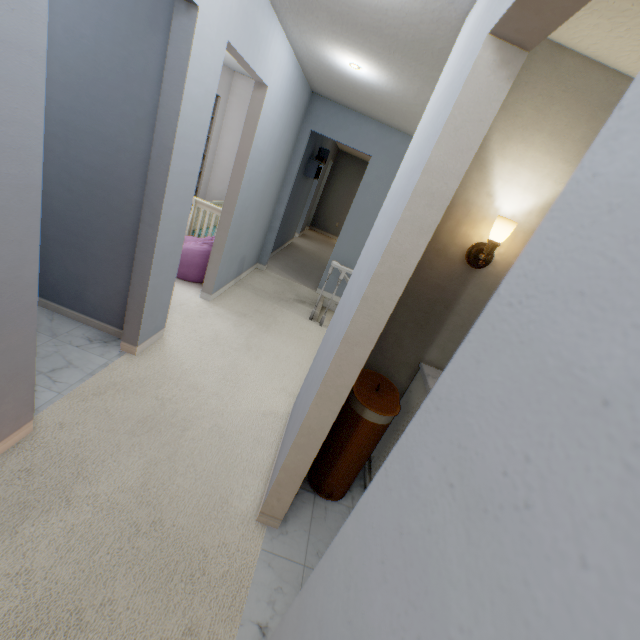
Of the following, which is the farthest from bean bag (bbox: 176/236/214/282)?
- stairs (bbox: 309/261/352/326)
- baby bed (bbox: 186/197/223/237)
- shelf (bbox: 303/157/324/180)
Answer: shelf (bbox: 303/157/324/180)

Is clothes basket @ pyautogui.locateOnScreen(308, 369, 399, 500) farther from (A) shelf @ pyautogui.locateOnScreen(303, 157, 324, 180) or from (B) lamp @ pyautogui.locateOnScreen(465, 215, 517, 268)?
(A) shelf @ pyautogui.locateOnScreen(303, 157, 324, 180)

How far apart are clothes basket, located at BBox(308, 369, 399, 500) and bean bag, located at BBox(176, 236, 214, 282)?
2.66m

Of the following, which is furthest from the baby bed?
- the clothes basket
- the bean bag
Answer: the clothes basket

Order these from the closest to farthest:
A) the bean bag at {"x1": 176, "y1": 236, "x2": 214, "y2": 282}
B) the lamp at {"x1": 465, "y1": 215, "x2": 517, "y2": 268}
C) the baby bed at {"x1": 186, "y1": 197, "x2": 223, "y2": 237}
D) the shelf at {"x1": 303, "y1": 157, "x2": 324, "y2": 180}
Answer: the lamp at {"x1": 465, "y1": 215, "x2": 517, "y2": 268}, the bean bag at {"x1": 176, "y1": 236, "x2": 214, "y2": 282}, the baby bed at {"x1": 186, "y1": 197, "x2": 223, "y2": 237}, the shelf at {"x1": 303, "y1": 157, "x2": 324, "y2": 180}

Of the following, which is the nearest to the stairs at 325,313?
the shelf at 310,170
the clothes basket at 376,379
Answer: the clothes basket at 376,379

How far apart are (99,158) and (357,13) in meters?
1.8

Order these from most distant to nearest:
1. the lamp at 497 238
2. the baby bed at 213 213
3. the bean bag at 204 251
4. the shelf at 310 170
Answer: the shelf at 310 170 < the baby bed at 213 213 < the bean bag at 204 251 < the lamp at 497 238
